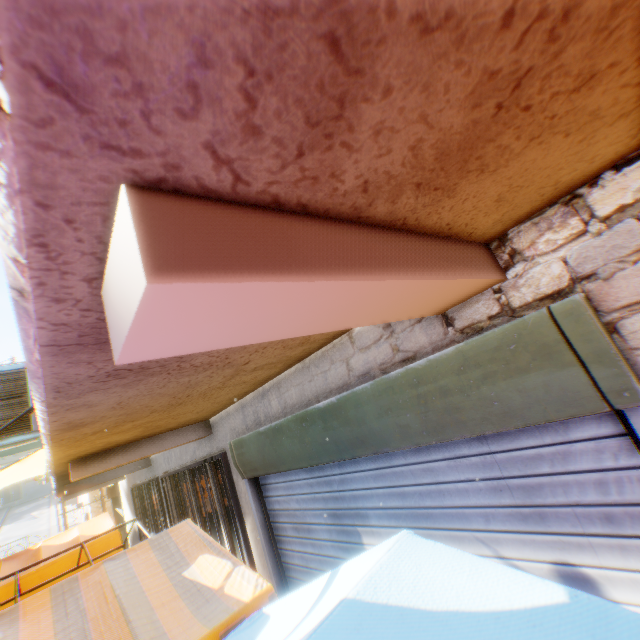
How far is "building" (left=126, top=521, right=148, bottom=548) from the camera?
7.8 meters

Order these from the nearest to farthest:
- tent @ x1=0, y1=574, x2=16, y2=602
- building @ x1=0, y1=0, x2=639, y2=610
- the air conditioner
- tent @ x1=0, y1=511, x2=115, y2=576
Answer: building @ x1=0, y1=0, x2=639, y2=610 → the air conditioner → tent @ x1=0, y1=574, x2=16, y2=602 → tent @ x1=0, y1=511, x2=115, y2=576

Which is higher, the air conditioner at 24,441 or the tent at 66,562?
the air conditioner at 24,441

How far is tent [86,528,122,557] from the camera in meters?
7.4

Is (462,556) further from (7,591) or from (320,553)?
(7,591)

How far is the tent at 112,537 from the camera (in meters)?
7.36

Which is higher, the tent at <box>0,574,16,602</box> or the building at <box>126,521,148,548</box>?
the tent at <box>0,574,16,602</box>

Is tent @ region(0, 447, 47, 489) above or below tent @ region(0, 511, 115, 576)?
above
